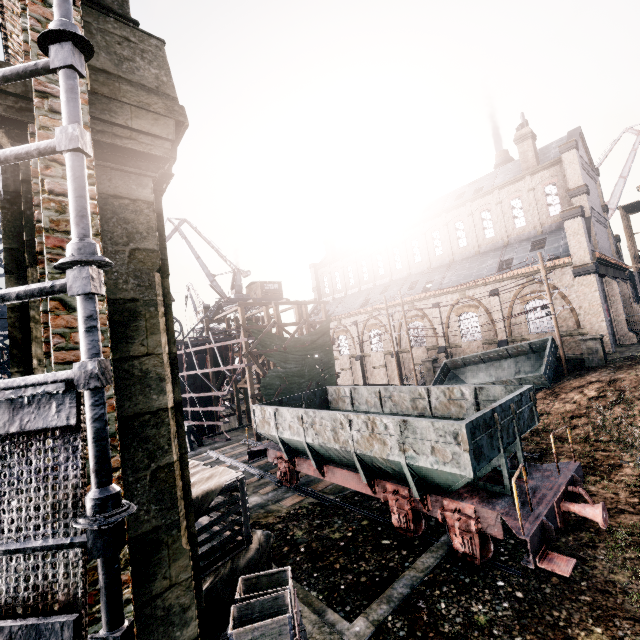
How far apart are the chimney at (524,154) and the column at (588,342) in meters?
19.2 m

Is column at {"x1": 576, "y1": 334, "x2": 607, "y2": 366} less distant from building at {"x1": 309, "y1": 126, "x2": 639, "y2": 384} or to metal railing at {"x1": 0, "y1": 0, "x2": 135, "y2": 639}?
building at {"x1": 309, "y1": 126, "x2": 639, "y2": 384}

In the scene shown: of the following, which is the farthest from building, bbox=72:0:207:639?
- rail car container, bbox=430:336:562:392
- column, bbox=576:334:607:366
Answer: rail car container, bbox=430:336:562:392

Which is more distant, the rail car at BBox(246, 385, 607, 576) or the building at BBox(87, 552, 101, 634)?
the rail car at BBox(246, 385, 607, 576)

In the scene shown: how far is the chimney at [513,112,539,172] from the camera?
31.6 meters

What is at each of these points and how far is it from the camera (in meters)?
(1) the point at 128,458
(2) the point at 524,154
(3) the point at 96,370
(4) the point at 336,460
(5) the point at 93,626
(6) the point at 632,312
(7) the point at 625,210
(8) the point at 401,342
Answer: (1) building, 4.24
(2) chimney, 32.09
(3) metal railing, 1.69
(4) rail car, 12.42
(5) building, 3.02
(6) door, 29.12
(7) wooden scaffolding, 58.41
(8) building, 37.72

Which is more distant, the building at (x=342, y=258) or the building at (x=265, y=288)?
the building at (x=265, y=288)

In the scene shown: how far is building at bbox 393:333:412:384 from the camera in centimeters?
3703cm
